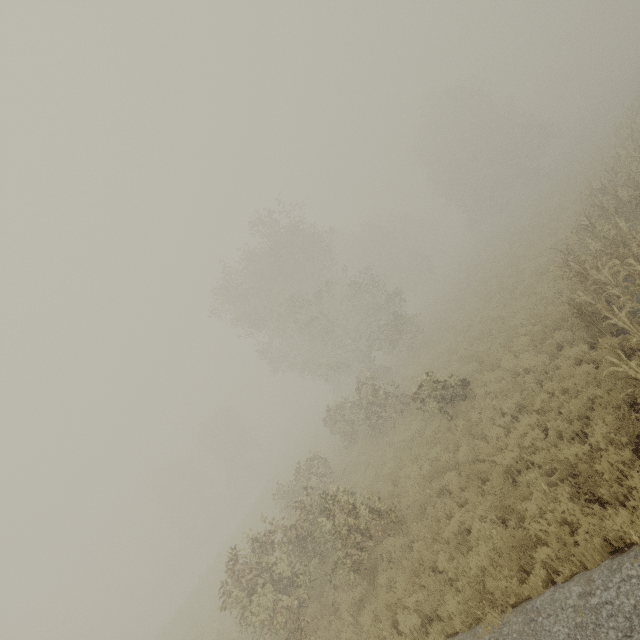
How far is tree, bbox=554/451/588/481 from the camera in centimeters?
663cm

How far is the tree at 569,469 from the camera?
6.63m

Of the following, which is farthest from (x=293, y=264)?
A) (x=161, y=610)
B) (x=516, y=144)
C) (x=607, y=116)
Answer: (x=607, y=116)
